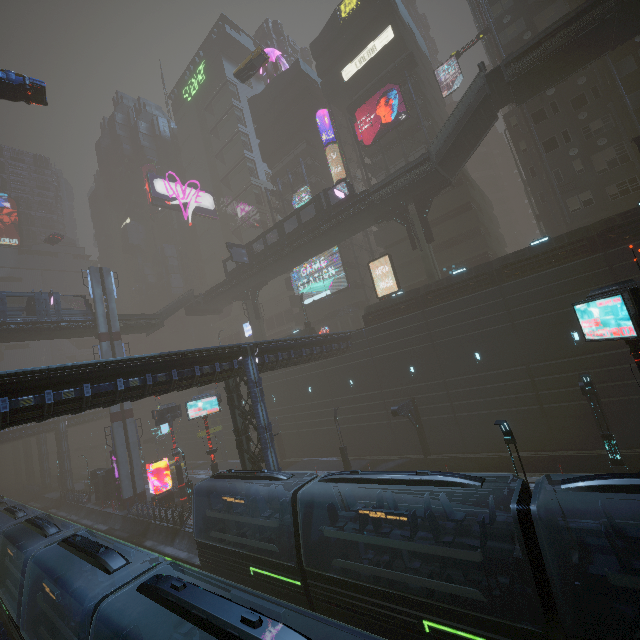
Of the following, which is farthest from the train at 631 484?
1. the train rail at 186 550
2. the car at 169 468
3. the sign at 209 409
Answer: the car at 169 468

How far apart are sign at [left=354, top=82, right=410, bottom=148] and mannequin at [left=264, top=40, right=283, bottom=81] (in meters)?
22.62

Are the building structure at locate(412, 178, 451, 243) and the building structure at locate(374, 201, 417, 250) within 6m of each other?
yes

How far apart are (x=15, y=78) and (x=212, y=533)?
30.8m

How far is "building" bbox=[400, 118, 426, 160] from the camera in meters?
38.4

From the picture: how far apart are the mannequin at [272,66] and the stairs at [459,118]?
40.6 meters

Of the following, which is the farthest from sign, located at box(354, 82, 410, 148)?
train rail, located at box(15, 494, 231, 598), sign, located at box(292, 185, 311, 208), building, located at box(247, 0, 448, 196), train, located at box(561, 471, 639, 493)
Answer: train rail, located at box(15, 494, 231, 598)
